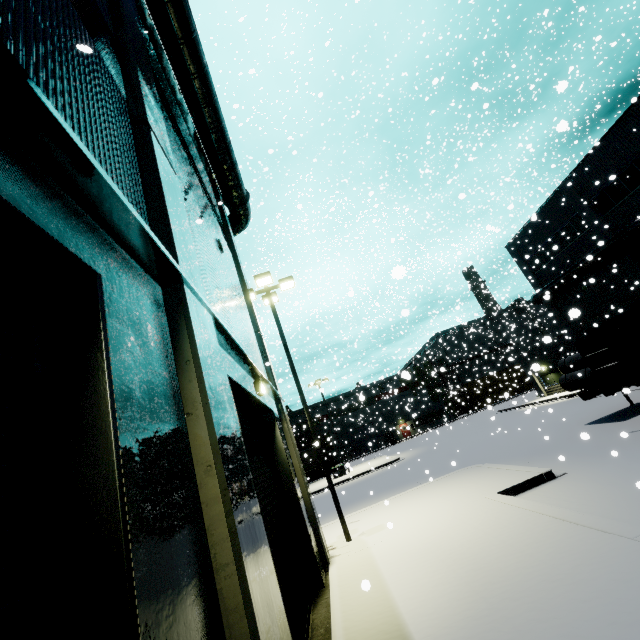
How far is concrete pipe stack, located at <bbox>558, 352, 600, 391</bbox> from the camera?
14.5m

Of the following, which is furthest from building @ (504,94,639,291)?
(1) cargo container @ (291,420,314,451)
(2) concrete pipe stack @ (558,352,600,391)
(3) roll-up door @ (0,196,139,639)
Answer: (2) concrete pipe stack @ (558,352,600,391)

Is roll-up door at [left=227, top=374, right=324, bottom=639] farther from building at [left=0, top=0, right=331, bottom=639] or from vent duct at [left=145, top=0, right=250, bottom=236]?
vent duct at [left=145, top=0, right=250, bottom=236]

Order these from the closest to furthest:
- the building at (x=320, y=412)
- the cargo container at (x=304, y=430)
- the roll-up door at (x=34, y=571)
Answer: the roll-up door at (x=34, y=571), the cargo container at (x=304, y=430), the building at (x=320, y=412)

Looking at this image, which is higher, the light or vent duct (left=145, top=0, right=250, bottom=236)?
vent duct (left=145, top=0, right=250, bottom=236)

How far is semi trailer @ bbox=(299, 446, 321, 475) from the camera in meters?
37.7 m

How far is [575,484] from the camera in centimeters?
880cm

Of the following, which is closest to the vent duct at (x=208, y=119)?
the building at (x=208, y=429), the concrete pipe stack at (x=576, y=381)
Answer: the building at (x=208, y=429)
